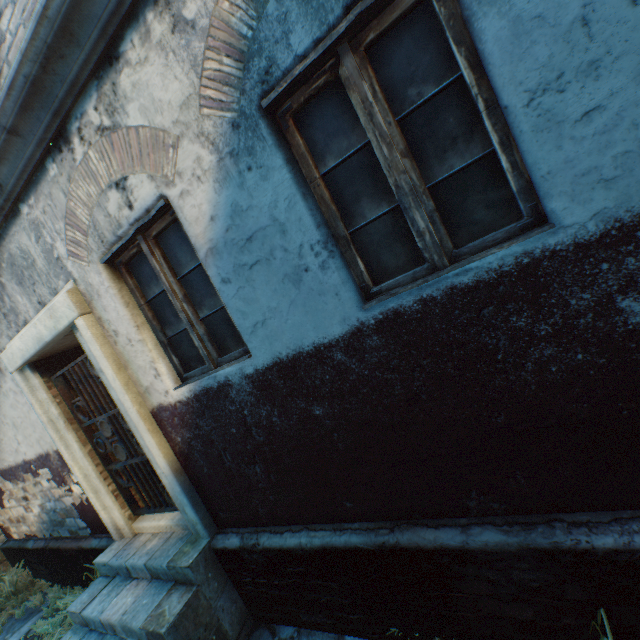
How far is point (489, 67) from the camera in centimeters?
139cm

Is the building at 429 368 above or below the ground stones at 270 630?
above

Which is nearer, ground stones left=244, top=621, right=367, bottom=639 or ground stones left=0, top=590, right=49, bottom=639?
ground stones left=244, top=621, right=367, bottom=639

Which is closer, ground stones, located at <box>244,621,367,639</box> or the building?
the building

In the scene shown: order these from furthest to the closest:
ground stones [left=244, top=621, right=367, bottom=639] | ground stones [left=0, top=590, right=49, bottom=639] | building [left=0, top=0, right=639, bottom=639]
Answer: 1. ground stones [left=0, top=590, right=49, bottom=639]
2. ground stones [left=244, top=621, right=367, bottom=639]
3. building [left=0, top=0, right=639, bottom=639]

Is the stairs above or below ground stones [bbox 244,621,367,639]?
above

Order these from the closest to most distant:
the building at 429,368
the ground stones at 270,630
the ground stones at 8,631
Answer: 1. the building at 429,368
2. the ground stones at 270,630
3. the ground stones at 8,631
